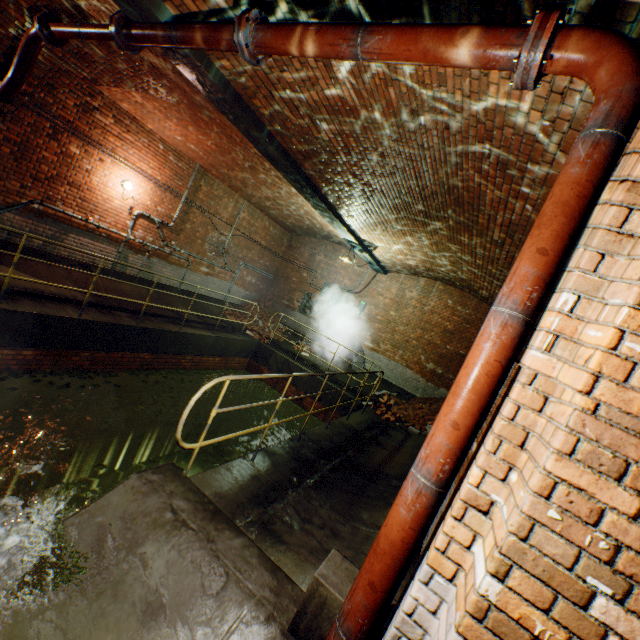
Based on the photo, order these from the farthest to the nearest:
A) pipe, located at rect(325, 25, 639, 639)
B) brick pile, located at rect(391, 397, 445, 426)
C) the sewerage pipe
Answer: the sewerage pipe < brick pile, located at rect(391, 397, 445, 426) < pipe, located at rect(325, 25, 639, 639)

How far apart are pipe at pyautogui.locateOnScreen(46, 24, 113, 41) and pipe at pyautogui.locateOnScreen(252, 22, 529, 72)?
2.20m

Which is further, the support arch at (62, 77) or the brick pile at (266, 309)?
the brick pile at (266, 309)

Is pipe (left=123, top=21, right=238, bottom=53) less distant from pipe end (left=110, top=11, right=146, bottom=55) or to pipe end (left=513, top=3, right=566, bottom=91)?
pipe end (left=110, top=11, right=146, bottom=55)

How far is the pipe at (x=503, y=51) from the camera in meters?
1.9

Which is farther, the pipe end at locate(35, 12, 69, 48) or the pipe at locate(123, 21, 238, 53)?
the pipe end at locate(35, 12, 69, 48)

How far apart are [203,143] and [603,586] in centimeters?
976cm

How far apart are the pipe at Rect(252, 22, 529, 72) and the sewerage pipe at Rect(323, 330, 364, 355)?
10.2m
